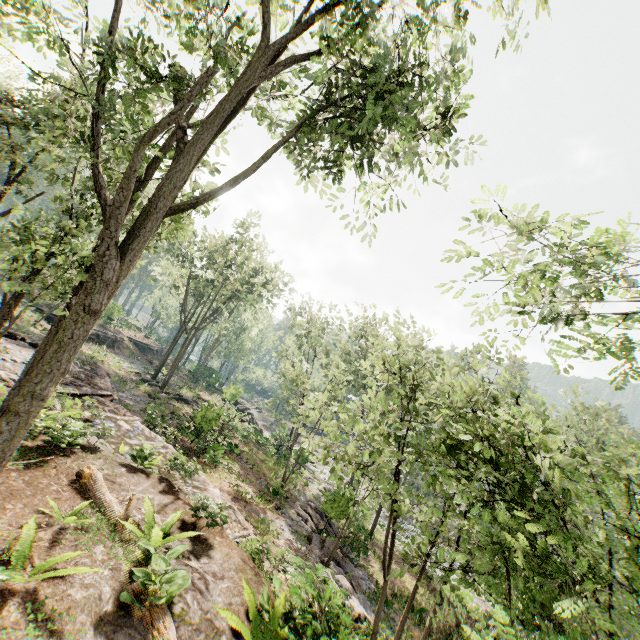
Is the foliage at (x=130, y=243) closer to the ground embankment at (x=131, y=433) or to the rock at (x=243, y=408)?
the rock at (x=243, y=408)

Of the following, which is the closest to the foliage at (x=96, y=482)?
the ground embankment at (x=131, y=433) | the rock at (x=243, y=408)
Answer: the rock at (x=243, y=408)

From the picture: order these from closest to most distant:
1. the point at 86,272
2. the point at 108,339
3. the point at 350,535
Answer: the point at 86,272, the point at 350,535, the point at 108,339

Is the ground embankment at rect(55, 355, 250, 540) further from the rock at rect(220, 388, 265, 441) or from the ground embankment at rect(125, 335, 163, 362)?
the ground embankment at rect(125, 335, 163, 362)

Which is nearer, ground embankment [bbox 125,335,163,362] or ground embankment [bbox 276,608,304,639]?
ground embankment [bbox 276,608,304,639]

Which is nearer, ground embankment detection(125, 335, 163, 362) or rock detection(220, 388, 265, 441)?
rock detection(220, 388, 265, 441)

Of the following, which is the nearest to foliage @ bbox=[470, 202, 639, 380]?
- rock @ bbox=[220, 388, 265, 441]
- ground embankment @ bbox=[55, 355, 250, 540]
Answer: rock @ bbox=[220, 388, 265, 441]

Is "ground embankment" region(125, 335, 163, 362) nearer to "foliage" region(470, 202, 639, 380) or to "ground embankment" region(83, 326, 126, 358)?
"foliage" region(470, 202, 639, 380)
